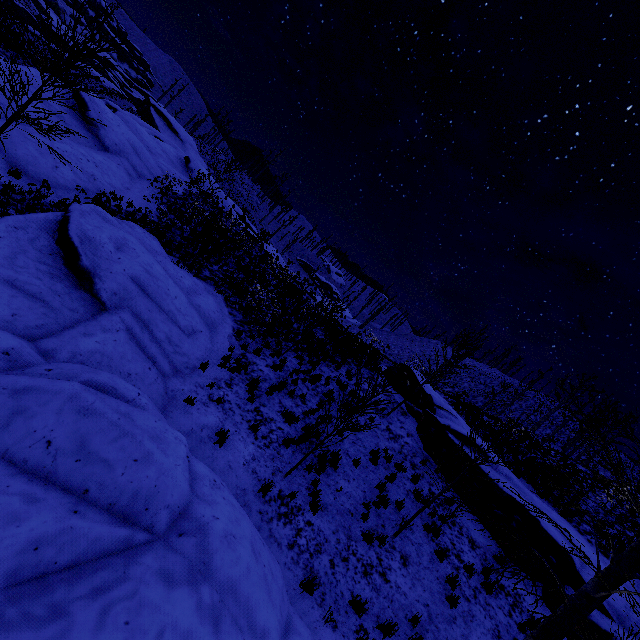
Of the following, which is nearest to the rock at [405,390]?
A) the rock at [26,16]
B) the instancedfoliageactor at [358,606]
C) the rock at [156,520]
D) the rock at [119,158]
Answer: the instancedfoliageactor at [358,606]

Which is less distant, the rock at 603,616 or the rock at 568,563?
the rock at 603,616

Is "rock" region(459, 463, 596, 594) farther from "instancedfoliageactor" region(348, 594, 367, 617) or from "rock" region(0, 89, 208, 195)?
"rock" region(0, 89, 208, 195)

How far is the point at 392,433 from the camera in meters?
13.9 m

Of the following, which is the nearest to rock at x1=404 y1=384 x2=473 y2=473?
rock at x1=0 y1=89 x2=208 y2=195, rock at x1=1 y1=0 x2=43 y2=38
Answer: rock at x1=0 y1=89 x2=208 y2=195

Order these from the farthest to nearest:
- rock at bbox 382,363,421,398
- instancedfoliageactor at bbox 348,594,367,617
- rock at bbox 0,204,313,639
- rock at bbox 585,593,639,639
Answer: rock at bbox 382,363,421,398 → rock at bbox 585,593,639,639 → instancedfoliageactor at bbox 348,594,367,617 → rock at bbox 0,204,313,639

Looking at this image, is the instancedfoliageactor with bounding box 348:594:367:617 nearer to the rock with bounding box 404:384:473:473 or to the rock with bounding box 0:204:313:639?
the rock with bounding box 0:204:313:639

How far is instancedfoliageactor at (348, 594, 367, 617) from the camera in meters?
6.6 m
